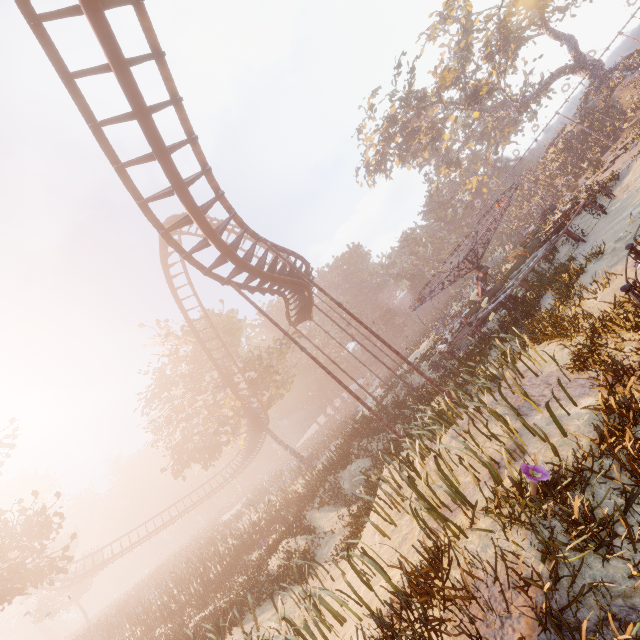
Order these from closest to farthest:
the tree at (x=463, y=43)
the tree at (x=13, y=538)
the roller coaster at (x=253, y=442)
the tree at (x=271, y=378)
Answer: the tree at (x=13, y=538) < the tree at (x=271, y=378) < the roller coaster at (x=253, y=442) < the tree at (x=463, y=43)

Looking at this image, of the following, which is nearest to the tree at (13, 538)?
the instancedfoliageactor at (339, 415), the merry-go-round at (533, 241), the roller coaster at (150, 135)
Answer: the roller coaster at (150, 135)

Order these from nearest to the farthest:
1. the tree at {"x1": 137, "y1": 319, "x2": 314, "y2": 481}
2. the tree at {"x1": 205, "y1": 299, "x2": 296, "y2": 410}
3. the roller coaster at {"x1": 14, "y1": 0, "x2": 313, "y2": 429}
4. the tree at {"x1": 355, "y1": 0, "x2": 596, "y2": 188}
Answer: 1. the roller coaster at {"x1": 14, "y1": 0, "x2": 313, "y2": 429}
2. the tree at {"x1": 137, "y1": 319, "x2": 314, "y2": 481}
3. the tree at {"x1": 205, "y1": 299, "x2": 296, "y2": 410}
4. the tree at {"x1": 355, "y1": 0, "x2": 596, "y2": 188}

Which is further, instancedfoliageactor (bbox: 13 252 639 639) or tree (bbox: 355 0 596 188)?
tree (bbox: 355 0 596 188)

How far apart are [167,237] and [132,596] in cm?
3784

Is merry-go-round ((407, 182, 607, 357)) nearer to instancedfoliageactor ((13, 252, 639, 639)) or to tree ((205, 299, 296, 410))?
instancedfoliageactor ((13, 252, 639, 639))

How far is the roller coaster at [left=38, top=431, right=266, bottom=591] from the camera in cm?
3186
